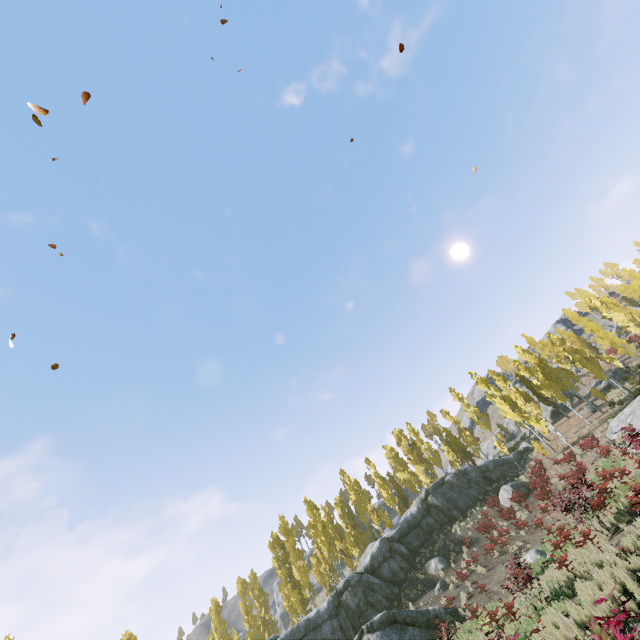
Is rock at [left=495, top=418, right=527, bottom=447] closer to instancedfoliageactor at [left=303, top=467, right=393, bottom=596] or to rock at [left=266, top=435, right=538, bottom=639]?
instancedfoliageactor at [left=303, top=467, right=393, bottom=596]

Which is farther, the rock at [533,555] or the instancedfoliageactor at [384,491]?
the instancedfoliageactor at [384,491]

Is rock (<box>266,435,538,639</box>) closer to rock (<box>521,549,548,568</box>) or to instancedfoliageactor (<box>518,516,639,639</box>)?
instancedfoliageactor (<box>518,516,639,639</box>)

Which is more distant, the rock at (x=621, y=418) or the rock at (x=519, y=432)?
the rock at (x=519, y=432)

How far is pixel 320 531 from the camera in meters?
35.2

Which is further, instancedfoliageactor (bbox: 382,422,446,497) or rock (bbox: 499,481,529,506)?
instancedfoliageactor (bbox: 382,422,446,497)

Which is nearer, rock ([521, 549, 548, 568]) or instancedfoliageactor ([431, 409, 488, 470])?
rock ([521, 549, 548, 568])
